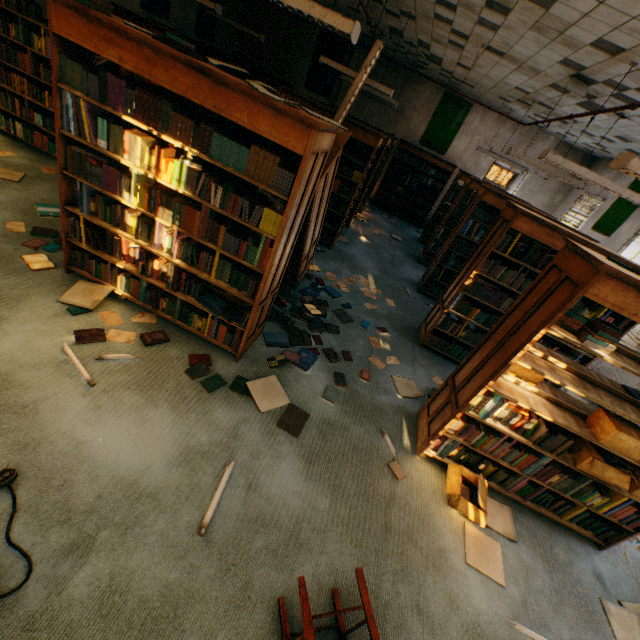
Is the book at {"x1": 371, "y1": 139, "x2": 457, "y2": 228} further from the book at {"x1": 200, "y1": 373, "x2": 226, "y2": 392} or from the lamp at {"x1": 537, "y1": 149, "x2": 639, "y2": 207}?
the book at {"x1": 200, "y1": 373, "x2": 226, "y2": 392}

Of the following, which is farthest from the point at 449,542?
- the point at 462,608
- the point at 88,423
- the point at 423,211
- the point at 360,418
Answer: the point at 423,211

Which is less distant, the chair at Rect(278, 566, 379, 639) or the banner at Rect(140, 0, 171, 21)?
the chair at Rect(278, 566, 379, 639)

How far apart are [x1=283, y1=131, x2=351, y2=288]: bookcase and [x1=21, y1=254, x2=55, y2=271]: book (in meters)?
0.01

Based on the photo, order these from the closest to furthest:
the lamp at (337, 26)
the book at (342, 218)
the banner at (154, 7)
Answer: the lamp at (337, 26), the book at (342, 218), the banner at (154, 7)

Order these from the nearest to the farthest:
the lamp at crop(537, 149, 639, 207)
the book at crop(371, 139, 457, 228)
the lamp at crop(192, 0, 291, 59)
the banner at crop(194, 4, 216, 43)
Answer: the lamp at crop(537, 149, 639, 207) < the lamp at crop(192, 0, 291, 59) < the banner at crop(194, 4, 216, 43) < the book at crop(371, 139, 457, 228)

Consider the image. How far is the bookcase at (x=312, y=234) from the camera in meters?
3.0 m

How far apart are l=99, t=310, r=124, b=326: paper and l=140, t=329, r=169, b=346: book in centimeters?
9cm
